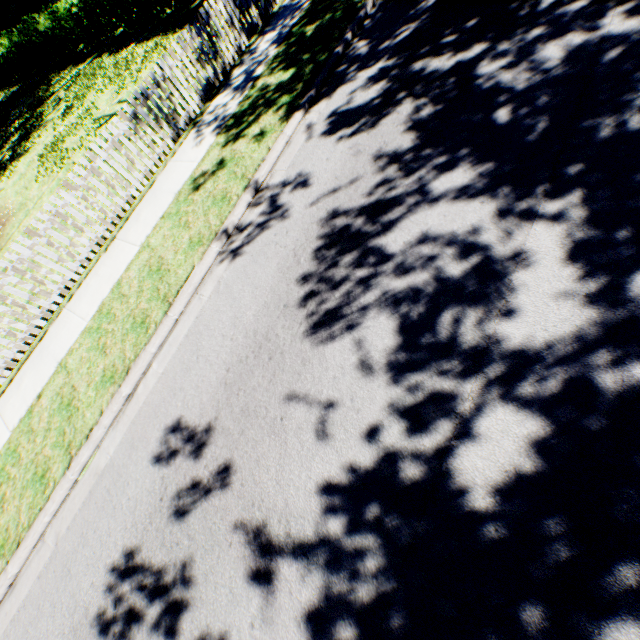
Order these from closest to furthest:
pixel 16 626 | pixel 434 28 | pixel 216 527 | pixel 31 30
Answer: pixel 216 527 < pixel 16 626 < pixel 434 28 < pixel 31 30

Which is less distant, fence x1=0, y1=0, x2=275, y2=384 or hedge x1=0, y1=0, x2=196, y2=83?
fence x1=0, y1=0, x2=275, y2=384

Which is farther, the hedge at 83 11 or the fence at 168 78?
the hedge at 83 11
